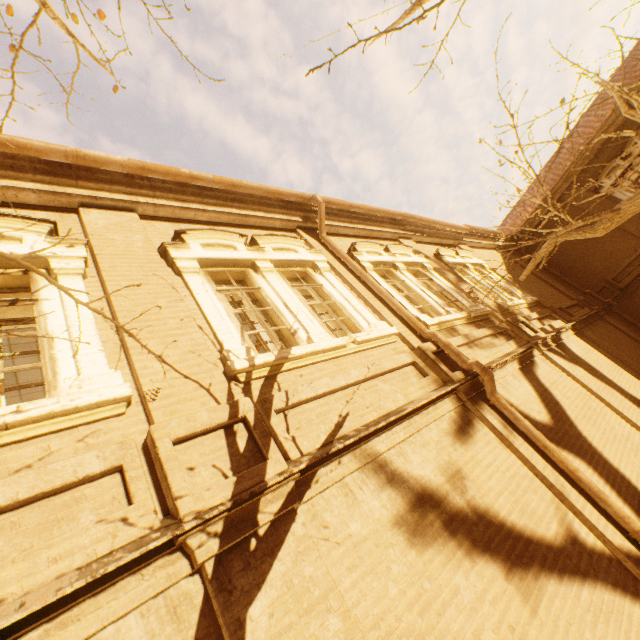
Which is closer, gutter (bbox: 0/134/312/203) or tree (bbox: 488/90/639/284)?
gutter (bbox: 0/134/312/203)

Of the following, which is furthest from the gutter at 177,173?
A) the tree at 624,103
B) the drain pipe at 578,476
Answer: the tree at 624,103

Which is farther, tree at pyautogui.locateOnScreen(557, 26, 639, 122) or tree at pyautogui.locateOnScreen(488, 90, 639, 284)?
tree at pyautogui.locateOnScreen(488, 90, 639, 284)

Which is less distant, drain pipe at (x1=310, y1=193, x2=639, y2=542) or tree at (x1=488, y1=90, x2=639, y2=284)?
drain pipe at (x1=310, y1=193, x2=639, y2=542)

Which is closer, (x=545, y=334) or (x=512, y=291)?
(x=545, y=334)

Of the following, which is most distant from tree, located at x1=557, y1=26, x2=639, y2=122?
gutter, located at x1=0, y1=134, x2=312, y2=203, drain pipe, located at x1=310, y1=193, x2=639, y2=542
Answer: drain pipe, located at x1=310, y1=193, x2=639, y2=542
